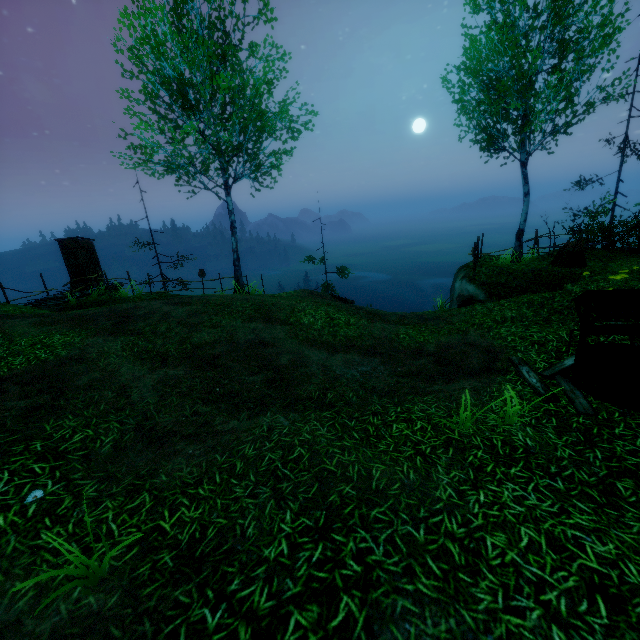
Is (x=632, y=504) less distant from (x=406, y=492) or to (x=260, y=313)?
(x=406, y=492)

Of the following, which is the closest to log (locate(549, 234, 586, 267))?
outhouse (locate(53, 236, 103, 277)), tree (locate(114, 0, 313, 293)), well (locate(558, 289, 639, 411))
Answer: well (locate(558, 289, 639, 411))

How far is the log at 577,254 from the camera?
11.4 meters

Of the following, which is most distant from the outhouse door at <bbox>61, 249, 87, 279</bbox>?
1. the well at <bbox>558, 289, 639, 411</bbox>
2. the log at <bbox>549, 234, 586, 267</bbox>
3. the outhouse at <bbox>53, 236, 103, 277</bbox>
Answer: the log at <bbox>549, 234, 586, 267</bbox>

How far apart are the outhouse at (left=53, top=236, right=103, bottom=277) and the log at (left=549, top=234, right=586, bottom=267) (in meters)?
21.91

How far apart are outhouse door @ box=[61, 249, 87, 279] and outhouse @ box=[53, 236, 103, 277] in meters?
0.0

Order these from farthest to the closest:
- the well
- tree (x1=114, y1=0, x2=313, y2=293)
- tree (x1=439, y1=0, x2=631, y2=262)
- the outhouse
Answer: the outhouse
tree (x1=114, y1=0, x2=313, y2=293)
tree (x1=439, y1=0, x2=631, y2=262)
the well

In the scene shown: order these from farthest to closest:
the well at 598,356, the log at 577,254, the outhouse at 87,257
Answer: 1. the outhouse at 87,257
2. the log at 577,254
3. the well at 598,356
